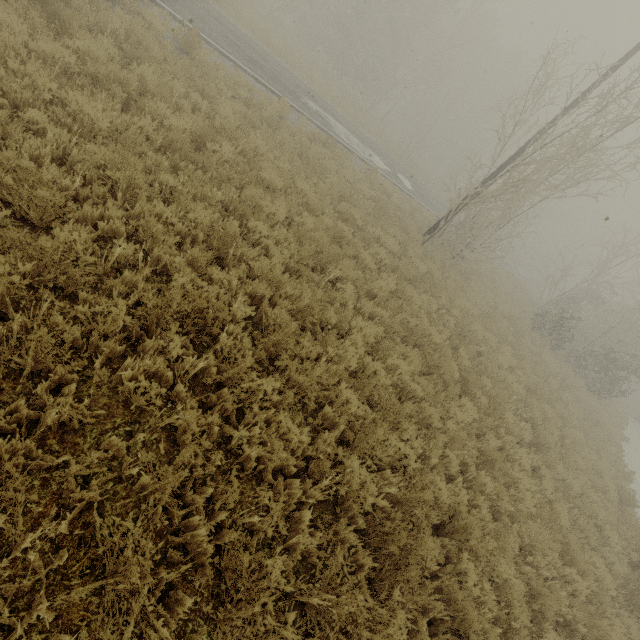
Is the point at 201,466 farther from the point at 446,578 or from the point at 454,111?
the point at 454,111
